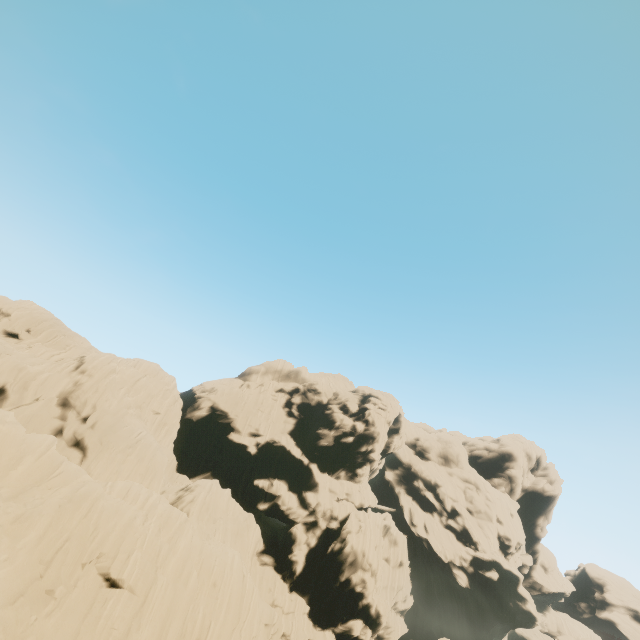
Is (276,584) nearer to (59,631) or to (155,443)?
(155,443)
